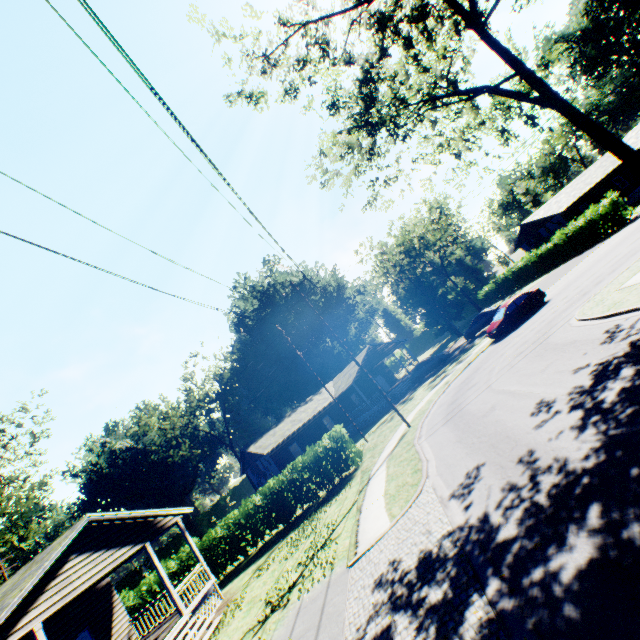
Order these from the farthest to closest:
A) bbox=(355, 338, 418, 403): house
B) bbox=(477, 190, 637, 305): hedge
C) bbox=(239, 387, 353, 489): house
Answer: bbox=(355, 338, 418, 403): house
bbox=(239, 387, 353, 489): house
bbox=(477, 190, 637, 305): hedge

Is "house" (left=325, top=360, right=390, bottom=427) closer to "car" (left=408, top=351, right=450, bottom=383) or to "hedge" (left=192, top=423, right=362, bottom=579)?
"car" (left=408, top=351, right=450, bottom=383)

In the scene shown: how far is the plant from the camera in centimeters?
4381cm

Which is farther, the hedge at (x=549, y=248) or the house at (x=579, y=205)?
the house at (x=579, y=205)

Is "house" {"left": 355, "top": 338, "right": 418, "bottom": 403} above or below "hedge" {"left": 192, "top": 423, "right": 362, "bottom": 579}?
above

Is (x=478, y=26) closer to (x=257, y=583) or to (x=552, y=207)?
(x=257, y=583)

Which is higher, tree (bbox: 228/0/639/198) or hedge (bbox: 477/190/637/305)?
tree (bbox: 228/0/639/198)

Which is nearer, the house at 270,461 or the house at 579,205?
the house at 270,461
